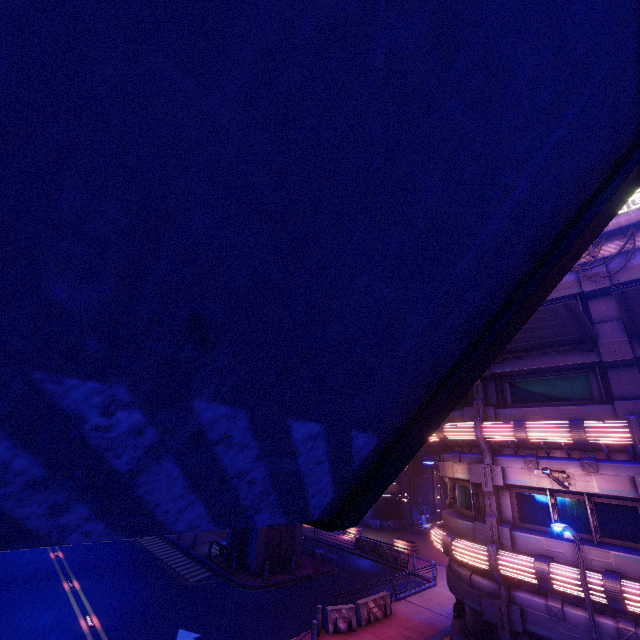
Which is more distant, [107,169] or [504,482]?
[504,482]

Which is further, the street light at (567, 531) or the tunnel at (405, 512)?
the tunnel at (405, 512)

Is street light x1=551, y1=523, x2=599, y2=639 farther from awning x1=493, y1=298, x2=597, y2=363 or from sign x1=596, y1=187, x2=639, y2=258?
sign x1=596, y1=187, x2=639, y2=258

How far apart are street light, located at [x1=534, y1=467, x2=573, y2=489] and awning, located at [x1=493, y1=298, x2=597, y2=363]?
4.53m

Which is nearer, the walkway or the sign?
the walkway

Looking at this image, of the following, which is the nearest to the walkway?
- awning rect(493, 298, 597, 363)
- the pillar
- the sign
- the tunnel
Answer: awning rect(493, 298, 597, 363)

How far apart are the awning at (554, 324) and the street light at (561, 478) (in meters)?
4.53
